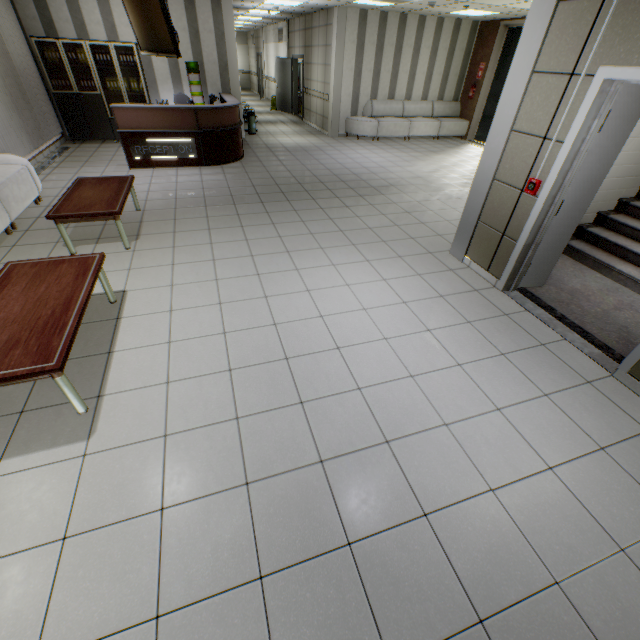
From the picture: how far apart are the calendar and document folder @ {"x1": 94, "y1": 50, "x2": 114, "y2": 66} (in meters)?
1.39

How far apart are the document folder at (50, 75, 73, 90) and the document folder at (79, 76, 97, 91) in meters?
0.1

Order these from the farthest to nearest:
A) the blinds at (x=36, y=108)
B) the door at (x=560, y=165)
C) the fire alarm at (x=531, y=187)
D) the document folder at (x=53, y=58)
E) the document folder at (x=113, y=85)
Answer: the document folder at (x=113, y=85), the document folder at (x=53, y=58), the blinds at (x=36, y=108), the fire alarm at (x=531, y=187), the door at (x=560, y=165)

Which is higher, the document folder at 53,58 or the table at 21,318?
the document folder at 53,58

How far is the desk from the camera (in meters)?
6.66

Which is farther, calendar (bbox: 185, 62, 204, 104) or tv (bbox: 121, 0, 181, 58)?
calendar (bbox: 185, 62, 204, 104)

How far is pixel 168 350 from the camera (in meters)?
2.92

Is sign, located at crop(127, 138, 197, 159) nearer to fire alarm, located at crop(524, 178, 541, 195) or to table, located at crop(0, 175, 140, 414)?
table, located at crop(0, 175, 140, 414)
